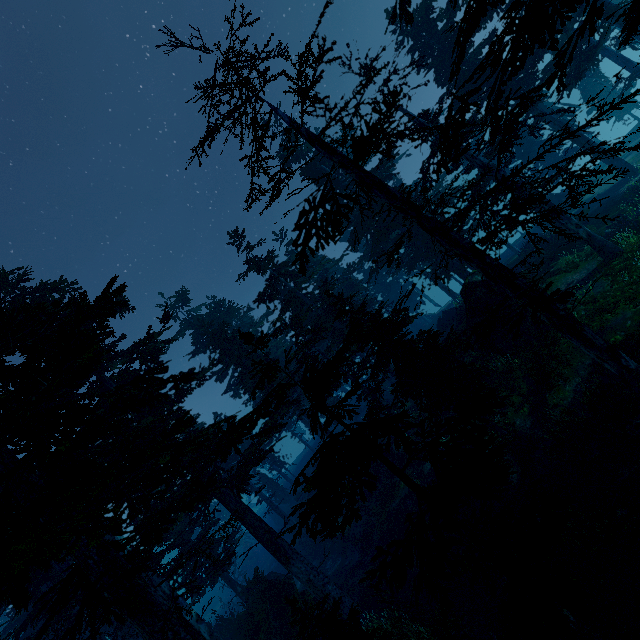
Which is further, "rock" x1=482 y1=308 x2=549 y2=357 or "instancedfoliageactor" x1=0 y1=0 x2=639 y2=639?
"rock" x1=482 y1=308 x2=549 y2=357

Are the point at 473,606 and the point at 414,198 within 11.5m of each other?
no

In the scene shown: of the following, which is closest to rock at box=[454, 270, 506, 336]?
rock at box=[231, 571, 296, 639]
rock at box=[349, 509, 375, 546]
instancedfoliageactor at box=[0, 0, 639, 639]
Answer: instancedfoliageactor at box=[0, 0, 639, 639]

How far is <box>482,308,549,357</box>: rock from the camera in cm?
1692

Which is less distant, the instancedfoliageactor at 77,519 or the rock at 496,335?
the instancedfoliageactor at 77,519

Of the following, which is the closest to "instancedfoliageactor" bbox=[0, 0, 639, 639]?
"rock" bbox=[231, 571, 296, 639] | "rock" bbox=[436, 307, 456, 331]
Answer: "rock" bbox=[231, 571, 296, 639]

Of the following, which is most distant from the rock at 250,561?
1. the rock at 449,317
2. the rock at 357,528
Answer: the rock at 449,317

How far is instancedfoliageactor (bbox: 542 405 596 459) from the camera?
12.2m
